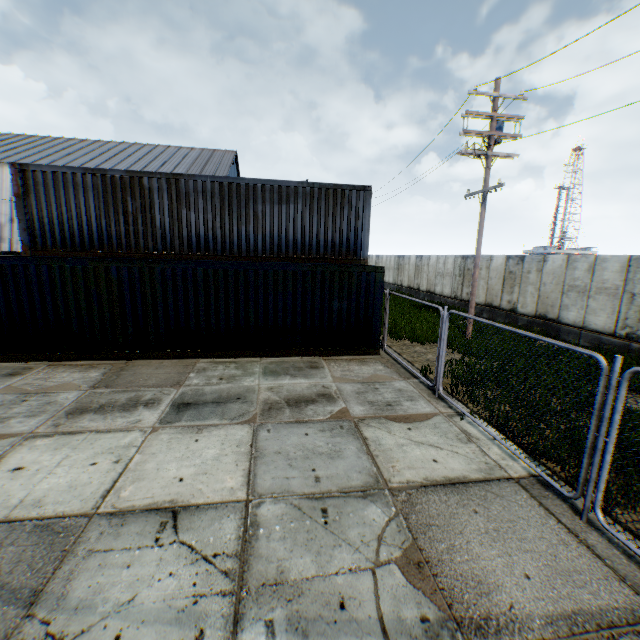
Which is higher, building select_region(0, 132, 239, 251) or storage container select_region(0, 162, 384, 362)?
building select_region(0, 132, 239, 251)

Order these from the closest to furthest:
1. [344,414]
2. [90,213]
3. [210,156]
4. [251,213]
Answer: [344,414], [90,213], [251,213], [210,156]

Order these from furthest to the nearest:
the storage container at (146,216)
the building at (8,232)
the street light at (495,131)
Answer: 1. the building at (8,232)
2. the street light at (495,131)
3. the storage container at (146,216)

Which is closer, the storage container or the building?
the storage container

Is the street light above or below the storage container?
above

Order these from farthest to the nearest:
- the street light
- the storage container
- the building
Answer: the building → the street light → the storage container

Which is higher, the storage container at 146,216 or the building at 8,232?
the building at 8,232

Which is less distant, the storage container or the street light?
the storage container
